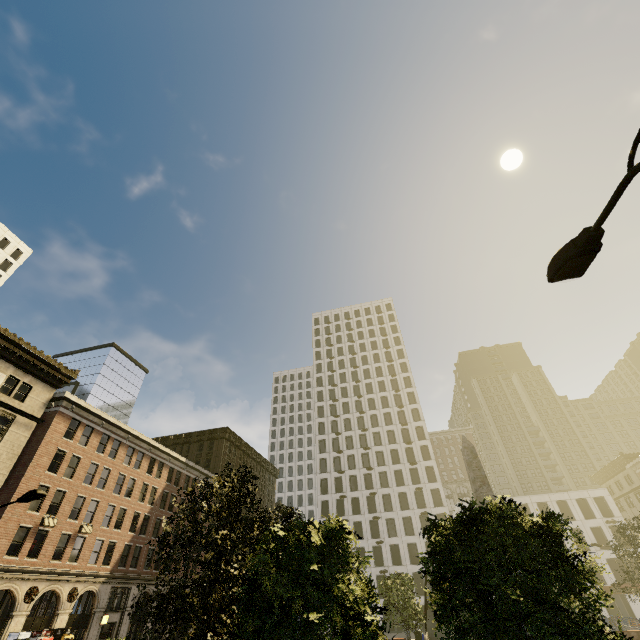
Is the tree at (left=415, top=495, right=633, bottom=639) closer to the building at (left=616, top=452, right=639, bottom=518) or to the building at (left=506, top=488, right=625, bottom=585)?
the building at (left=616, top=452, right=639, bottom=518)

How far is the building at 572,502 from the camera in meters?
47.6

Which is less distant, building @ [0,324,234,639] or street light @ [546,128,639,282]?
street light @ [546,128,639,282]

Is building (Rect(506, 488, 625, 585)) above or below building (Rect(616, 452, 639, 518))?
below

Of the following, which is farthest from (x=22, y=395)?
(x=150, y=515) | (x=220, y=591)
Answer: (x=220, y=591)

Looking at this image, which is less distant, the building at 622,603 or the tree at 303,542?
the tree at 303,542

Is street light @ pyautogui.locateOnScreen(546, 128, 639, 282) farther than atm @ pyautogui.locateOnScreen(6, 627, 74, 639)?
No

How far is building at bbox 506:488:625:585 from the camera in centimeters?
4759cm
